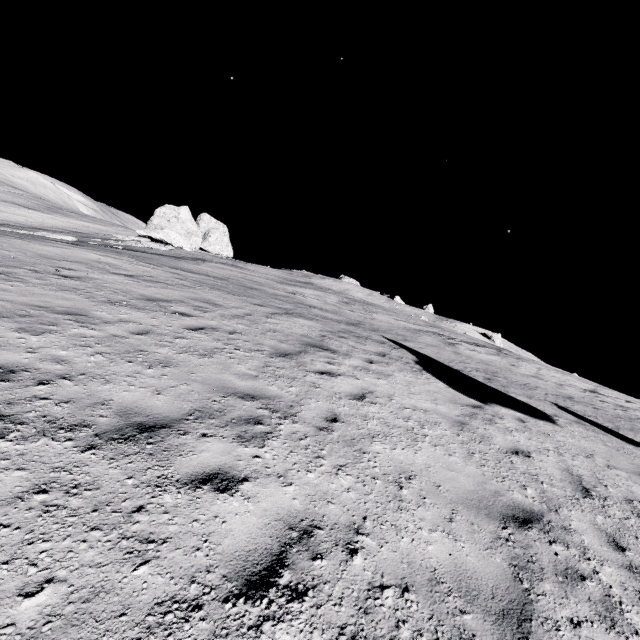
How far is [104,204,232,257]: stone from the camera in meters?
→ 38.7

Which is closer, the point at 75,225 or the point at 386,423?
the point at 386,423

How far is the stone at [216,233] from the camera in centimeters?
3869cm
